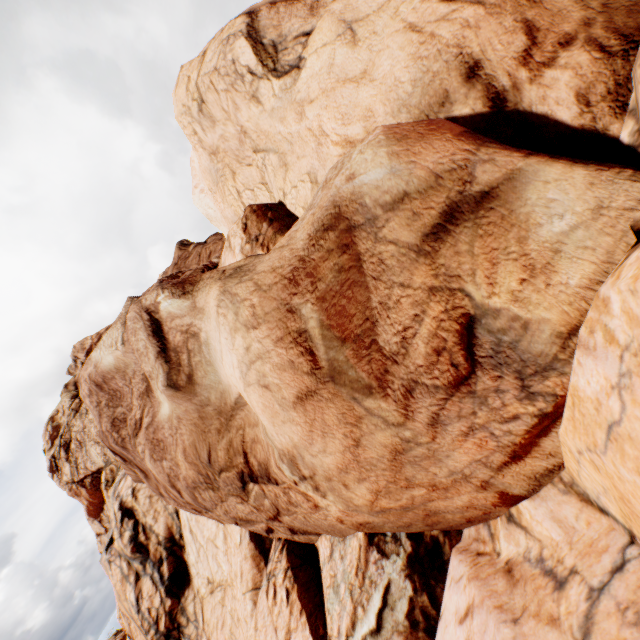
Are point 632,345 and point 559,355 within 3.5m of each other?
yes
